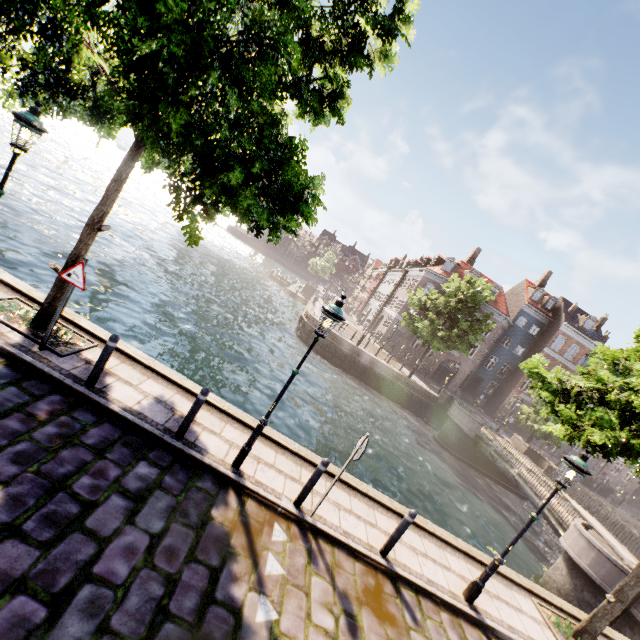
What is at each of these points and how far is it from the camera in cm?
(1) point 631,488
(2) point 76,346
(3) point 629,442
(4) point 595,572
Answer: (1) building, 4016
(2) tree planter, 668
(3) tree, 614
(4) bridge, 1174

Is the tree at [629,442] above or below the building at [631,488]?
above

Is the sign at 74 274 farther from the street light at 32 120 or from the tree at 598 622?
the street light at 32 120

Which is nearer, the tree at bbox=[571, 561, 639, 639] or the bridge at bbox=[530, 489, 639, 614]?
the tree at bbox=[571, 561, 639, 639]

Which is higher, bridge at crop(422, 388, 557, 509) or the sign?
the sign

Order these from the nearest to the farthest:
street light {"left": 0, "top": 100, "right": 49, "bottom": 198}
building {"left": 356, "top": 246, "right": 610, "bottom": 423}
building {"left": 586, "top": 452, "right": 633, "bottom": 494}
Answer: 1. street light {"left": 0, "top": 100, "right": 49, "bottom": 198}
2. building {"left": 356, "top": 246, "right": 610, "bottom": 423}
3. building {"left": 586, "top": 452, "right": 633, "bottom": 494}

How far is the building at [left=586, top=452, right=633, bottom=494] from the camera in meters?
39.7 m
